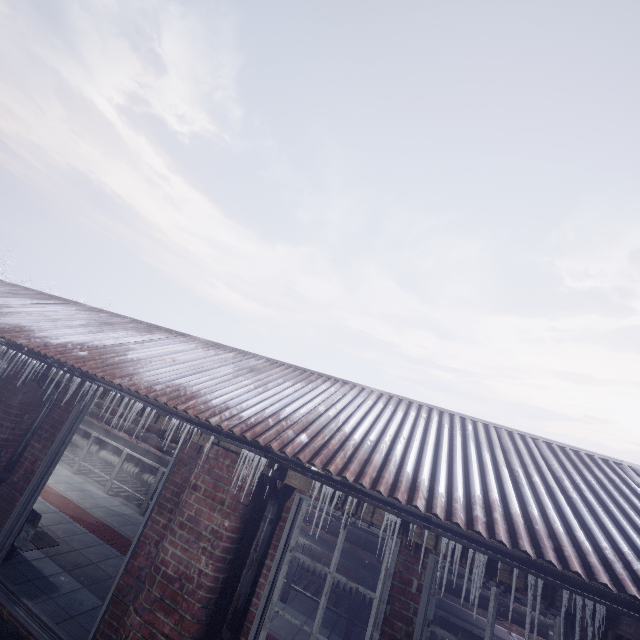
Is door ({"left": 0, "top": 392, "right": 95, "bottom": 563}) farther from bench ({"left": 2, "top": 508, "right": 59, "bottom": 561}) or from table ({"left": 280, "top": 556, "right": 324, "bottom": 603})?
table ({"left": 280, "top": 556, "right": 324, "bottom": 603})

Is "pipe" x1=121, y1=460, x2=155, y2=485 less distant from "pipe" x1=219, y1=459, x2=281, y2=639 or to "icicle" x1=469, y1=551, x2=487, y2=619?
"pipe" x1=219, y1=459, x2=281, y2=639

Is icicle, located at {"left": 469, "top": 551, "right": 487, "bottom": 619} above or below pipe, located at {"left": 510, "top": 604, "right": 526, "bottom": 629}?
above

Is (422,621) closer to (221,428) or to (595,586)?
(595,586)

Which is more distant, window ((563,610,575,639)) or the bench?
the bench

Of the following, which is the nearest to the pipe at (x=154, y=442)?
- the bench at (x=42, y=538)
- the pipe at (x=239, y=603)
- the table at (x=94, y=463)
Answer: the table at (x=94, y=463)

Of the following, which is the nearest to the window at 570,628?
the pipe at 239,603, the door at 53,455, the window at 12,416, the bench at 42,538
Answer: the pipe at 239,603

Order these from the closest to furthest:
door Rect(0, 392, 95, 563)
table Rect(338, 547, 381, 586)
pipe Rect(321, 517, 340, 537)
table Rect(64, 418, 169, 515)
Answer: door Rect(0, 392, 95, 563) → table Rect(338, 547, 381, 586) → pipe Rect(321, 517, 340, 537) → table Rect(64, 418, 169, 515)
